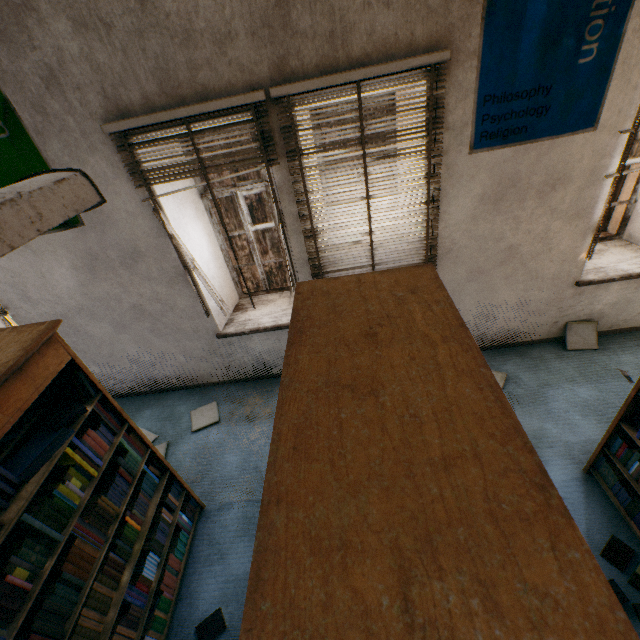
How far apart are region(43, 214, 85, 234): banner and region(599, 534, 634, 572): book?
4.4 meters

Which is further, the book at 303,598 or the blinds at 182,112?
the blinds at 182,112

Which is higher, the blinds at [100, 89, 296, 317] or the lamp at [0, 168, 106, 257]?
the blinds at [100, 89, 296, 317]

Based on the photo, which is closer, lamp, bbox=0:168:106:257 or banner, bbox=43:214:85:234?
lamp, bbox=0:168:106:257

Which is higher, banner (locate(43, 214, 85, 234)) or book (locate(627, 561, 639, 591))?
banner (locate(43, 214, 85, 234))

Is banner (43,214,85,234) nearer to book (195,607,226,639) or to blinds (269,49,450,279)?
blinds (269,49,450,279)

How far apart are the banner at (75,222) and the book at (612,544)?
4.4 meters

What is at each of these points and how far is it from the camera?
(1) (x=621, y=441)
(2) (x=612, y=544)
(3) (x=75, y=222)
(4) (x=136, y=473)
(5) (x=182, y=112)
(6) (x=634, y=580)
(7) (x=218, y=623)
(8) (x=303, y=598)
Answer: (1) book, 2.32m
(2) book, 2.30m
(3) banner, 2.96m
(4) book, 2.25m
(5) blinds, 2.41m
(6) book, 2.13m
(7) book, 2.33m
(8) book, 0.63m
